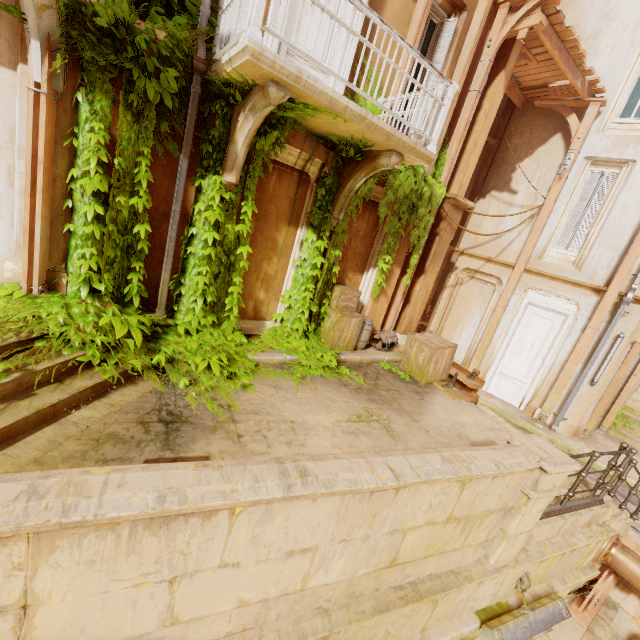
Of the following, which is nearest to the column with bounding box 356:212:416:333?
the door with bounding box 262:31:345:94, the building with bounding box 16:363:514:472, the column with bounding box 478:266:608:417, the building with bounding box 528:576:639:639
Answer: the building with bounding box 16:363:514:472

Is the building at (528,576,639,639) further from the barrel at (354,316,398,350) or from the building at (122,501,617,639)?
the barrel at (354,316,398,350)

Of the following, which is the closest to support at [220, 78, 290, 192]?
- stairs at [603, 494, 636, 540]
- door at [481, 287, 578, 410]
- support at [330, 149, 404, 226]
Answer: support at [330, 149, 404, 226]

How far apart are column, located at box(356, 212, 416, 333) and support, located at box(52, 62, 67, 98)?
6.1m

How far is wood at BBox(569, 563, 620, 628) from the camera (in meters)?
6.27

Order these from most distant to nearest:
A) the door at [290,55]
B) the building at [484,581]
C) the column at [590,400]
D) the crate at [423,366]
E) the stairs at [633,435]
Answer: the stairs at [633,435] < the column at [590,400] < the crate at [423,366] < the door at [290,55] < the building at [484,581]

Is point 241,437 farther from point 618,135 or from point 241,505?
point 618,135

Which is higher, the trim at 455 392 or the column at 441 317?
the column at 441 317
